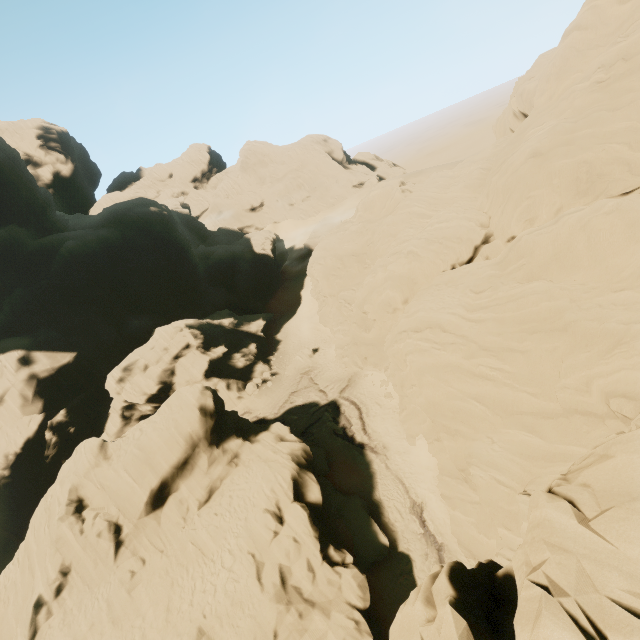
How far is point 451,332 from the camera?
22.0 meters

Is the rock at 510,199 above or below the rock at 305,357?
above

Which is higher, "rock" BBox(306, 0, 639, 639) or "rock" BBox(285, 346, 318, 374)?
"rock" BBox(306, 0, 639, 639)

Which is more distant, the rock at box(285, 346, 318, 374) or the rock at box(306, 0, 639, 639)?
the rock at box(285, 346, 318, 374)

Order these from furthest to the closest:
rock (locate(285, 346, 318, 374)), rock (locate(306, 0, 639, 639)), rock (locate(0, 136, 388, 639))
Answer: rock (locate(285, 346, 318, 374)) → rock (locate(0, 136, 388, 639)) → rock (locate(306, 0, 639, 639))
